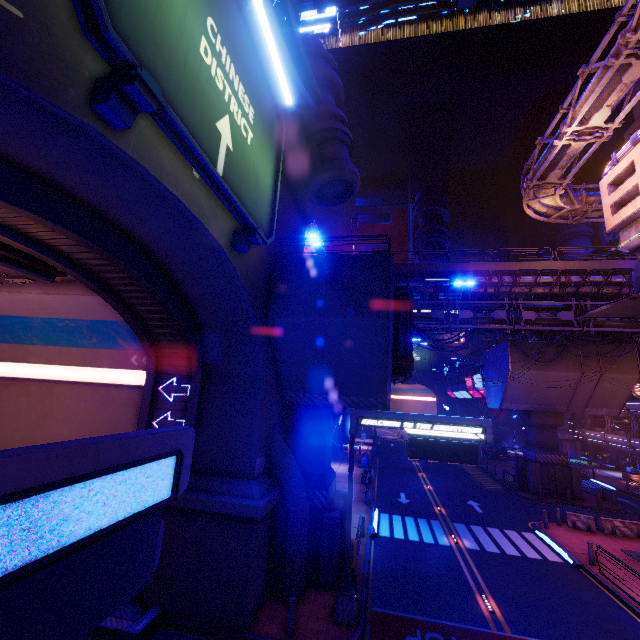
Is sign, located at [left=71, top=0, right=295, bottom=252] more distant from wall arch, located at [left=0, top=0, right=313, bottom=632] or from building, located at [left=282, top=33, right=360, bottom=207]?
building, located at [left=282, top=33, right=360, bottom=207]

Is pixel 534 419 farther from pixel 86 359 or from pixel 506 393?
pixel 86 359

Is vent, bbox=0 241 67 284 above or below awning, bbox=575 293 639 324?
below

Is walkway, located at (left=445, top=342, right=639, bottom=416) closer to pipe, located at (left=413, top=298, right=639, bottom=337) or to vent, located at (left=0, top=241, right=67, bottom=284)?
pipe, located at (left=413, top=298, right=639, bottom=337)

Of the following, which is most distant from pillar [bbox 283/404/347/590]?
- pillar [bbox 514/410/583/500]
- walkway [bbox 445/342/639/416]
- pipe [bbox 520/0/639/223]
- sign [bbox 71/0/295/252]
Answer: pillar [bbox 514/410/583/500]

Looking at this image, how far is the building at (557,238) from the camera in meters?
56.7 m

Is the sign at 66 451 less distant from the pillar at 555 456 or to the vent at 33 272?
the vent at 33 272

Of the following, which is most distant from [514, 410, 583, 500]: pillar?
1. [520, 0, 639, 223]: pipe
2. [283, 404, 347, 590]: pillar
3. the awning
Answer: [283, 404, 347, 590]: pillar
